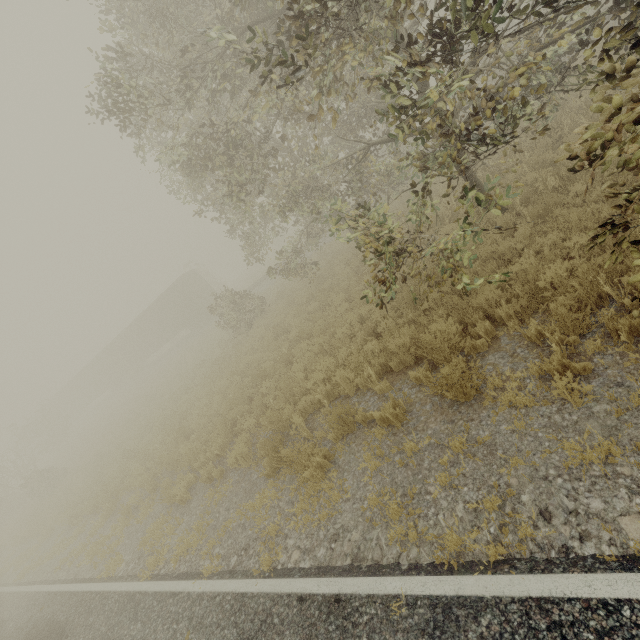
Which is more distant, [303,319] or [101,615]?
[303,319]

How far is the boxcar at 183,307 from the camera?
30.19m

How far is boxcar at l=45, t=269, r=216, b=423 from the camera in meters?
30.2

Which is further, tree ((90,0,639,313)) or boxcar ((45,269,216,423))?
boxcar ((45,269,216,423))

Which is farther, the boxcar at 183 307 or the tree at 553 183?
the boxcar at 183 307
